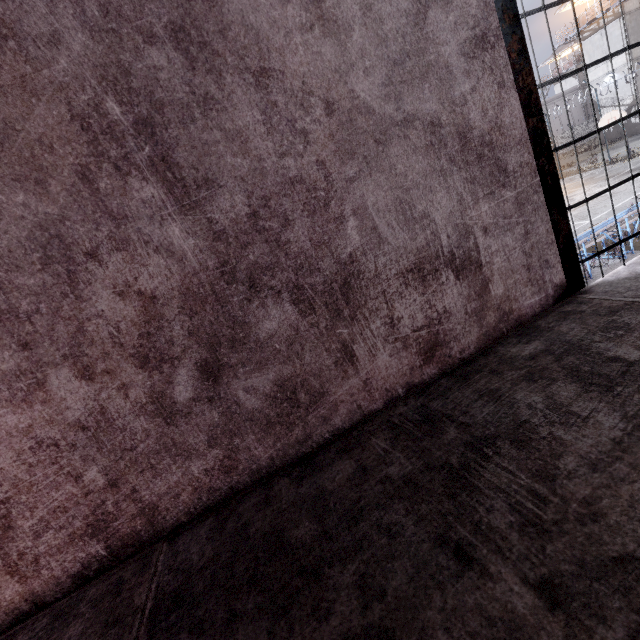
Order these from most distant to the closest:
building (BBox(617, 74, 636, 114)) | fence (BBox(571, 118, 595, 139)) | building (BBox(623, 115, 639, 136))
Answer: fence (BBox(571, 118, 595, 139)) → building (BBox(623, 115, 639, 136)) → building (BBox(617, 74, 636, 114))

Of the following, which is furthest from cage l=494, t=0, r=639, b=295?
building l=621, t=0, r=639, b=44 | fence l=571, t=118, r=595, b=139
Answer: building l=621, t=0, r=639, b=44

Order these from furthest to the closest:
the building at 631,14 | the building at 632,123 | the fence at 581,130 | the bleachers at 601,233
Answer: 1. the fence at 581,130
2. the building at 632,123
3. the building at 631,14
4. the bleachers at 601,233

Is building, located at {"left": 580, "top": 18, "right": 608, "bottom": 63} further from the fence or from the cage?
the cage

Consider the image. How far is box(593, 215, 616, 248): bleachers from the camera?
9.49m

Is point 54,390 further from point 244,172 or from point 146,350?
point 244,172

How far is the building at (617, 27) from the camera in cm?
3033
